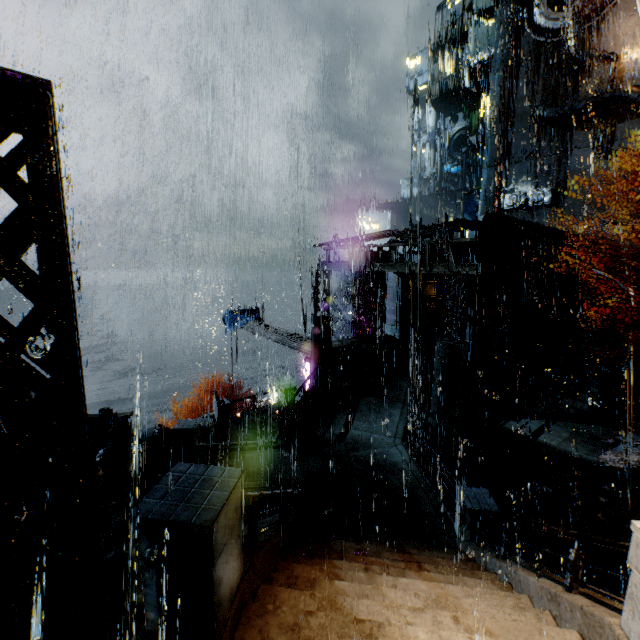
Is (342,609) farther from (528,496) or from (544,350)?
(544,350)

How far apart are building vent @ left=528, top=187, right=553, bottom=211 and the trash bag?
37.31m

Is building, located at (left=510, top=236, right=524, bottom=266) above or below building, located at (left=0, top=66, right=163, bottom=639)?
above

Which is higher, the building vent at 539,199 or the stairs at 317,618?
the building vent at 539,199

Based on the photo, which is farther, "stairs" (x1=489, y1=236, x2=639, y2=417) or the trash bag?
"stairs" (x1=489, y1=236, x2=639, y2=417)

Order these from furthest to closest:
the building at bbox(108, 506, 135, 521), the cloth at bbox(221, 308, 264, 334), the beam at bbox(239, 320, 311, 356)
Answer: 1. the cloth at bbox(221, 308, 264, 334)
2. the beam at bbox(239, 320, 311, 356)
3. the building at bbox(108, 506, 135, 521)

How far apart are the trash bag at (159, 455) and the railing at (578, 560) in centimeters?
1021cm

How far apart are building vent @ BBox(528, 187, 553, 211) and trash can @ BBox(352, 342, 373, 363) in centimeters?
2563cm
